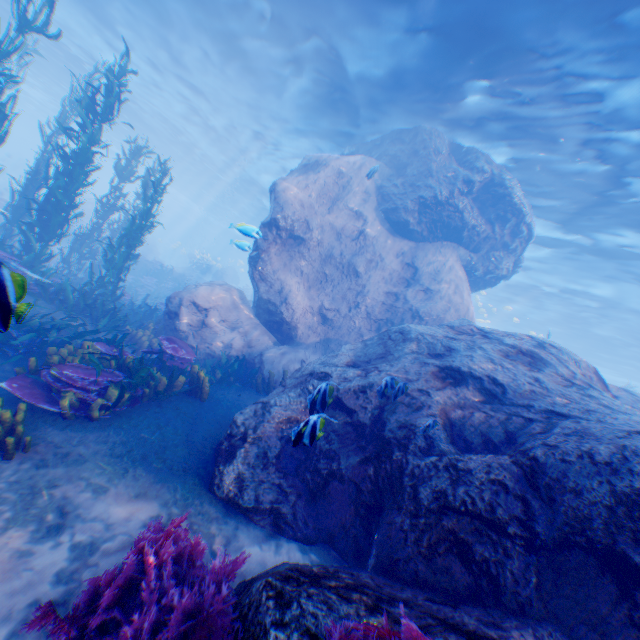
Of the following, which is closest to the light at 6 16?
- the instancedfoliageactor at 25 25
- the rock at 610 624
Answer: the rock at 610 624

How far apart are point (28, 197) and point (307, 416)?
9.37m

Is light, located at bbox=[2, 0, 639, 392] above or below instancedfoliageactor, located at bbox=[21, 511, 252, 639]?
above

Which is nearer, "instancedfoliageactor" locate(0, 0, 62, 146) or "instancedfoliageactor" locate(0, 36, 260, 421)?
"instancedfoliageactor" locate(0, 36, 260, 421)

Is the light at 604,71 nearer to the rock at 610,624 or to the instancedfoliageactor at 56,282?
the rock at 610,624

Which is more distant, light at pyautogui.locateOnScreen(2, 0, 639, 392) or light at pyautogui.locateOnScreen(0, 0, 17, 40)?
light at pyautogui.locateOnScreen(0, 0, 17, 40)

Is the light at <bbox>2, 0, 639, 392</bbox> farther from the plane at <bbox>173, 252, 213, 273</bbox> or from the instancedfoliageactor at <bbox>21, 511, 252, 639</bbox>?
the instancedfoliageactor at <bbox>21, 511, 252, 639</bbox>
